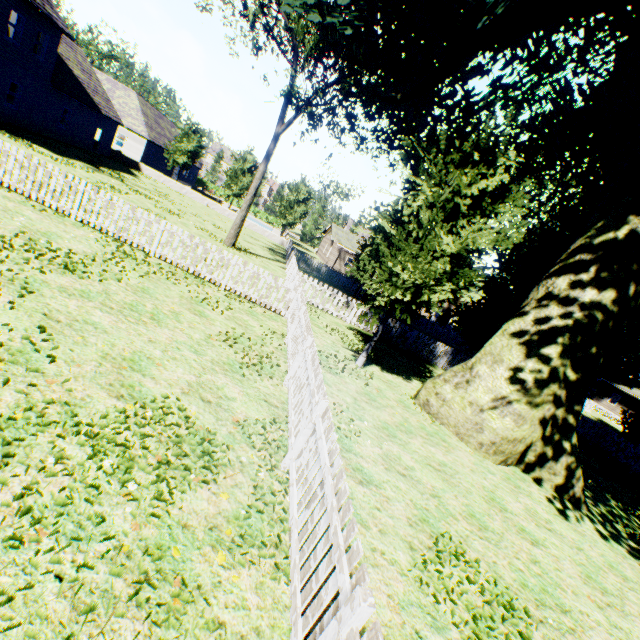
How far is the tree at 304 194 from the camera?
38.1 meters

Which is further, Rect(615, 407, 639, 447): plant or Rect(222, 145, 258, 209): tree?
Rect(222, 145, 258, 209): tree

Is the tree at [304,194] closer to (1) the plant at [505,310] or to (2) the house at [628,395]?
(1) the plant at [505,310]

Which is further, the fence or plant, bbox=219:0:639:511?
plant, bbox=219:0:639:511

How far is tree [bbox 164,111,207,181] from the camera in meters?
35.0 m

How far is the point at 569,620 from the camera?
4.9 meters

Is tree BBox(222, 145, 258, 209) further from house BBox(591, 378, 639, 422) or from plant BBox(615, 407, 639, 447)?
house BBox(591, 378, 639, 422)

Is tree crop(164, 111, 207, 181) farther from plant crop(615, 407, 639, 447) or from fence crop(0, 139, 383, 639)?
plant crop(615, 407, 639, 447)
